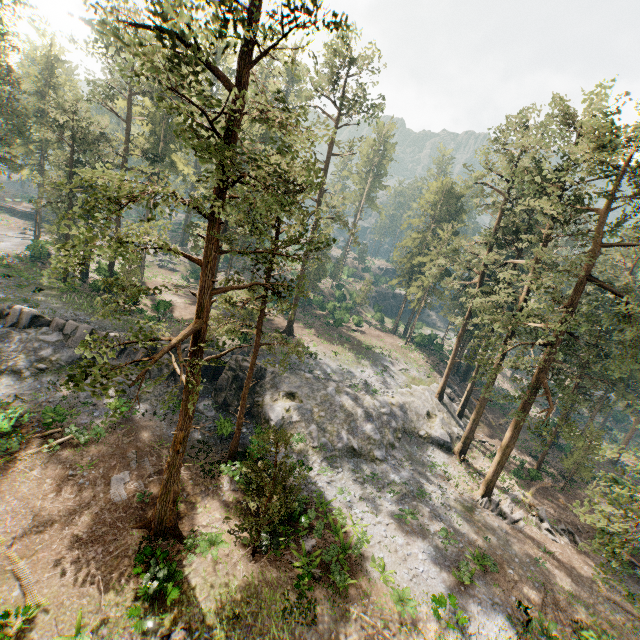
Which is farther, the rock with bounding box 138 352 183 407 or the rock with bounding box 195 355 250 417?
the rock with bounding box 195 355 250 417

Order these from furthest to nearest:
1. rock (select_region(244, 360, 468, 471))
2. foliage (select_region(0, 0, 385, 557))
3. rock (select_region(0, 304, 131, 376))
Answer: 1. rock (select_region(244, 360, 468, 471))
2. rock (select_region(0, 304, 131, 376))
3. foliage (select_region(0, 0, 385, 557))

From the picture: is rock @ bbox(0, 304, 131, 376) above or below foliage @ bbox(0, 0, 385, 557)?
below

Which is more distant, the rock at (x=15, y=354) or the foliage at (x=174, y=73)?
the rock at (x=15, y=354)

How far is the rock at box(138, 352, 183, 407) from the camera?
26.2m

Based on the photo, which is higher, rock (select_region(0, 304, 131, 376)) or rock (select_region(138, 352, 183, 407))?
rock (select_region(0, 304, 131, 376))

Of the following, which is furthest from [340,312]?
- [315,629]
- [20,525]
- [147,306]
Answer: [20,525]

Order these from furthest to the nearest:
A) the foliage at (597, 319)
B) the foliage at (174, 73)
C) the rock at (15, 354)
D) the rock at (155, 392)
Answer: the rock at (155, 392)
the rock at (15, 354)
the foliage at (597, 319)
the foliage at (174, 73)
